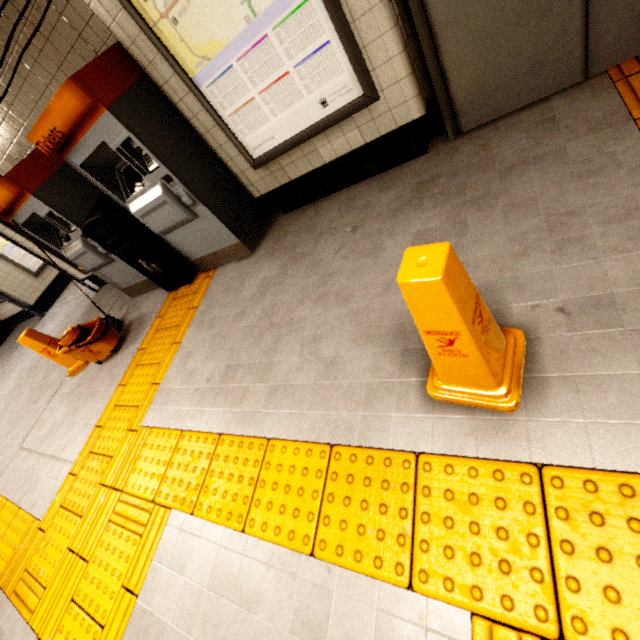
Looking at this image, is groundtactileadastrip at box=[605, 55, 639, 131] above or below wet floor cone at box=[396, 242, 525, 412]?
below

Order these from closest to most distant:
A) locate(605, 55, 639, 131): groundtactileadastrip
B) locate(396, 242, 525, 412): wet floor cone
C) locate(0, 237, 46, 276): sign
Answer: locate(396, 242, 525, 412): wet floor cone, locate(605, 55, 639, 131): groundtactileadastrip, locate(0, 237, 46, 276): sign

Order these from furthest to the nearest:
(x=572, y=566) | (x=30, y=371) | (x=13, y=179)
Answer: (x=30, y=371) → (x=13, y=179) → (x=572, y=566)

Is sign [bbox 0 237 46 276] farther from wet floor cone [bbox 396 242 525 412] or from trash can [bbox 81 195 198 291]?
wet floor cone [bbox 396 242 525 412]

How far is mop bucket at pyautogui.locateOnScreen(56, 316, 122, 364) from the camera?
3.8m

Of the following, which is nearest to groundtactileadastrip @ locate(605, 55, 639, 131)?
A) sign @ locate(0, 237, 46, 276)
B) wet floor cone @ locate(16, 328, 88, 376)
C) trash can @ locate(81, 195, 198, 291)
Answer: trash can @ locate(81, 195, 198, 291)

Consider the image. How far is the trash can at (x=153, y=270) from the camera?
3.3 meters

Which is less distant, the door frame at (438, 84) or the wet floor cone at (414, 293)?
the wet floor cone at (414, 293)
